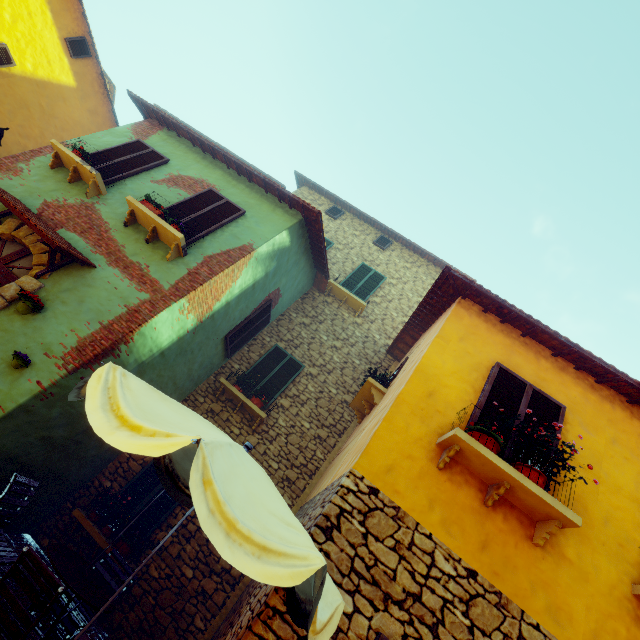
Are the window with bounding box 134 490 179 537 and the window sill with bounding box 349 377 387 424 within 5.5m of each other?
yes

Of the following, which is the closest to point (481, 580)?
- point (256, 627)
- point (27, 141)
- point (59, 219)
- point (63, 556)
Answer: point (256, 627)

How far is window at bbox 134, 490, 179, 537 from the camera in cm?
646

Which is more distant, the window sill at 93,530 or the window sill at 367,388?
the window sill at 367,388

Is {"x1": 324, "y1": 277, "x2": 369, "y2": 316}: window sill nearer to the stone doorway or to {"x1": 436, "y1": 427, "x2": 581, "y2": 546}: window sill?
{"x1": 436, "y1": 427, "x2": 581, "y2": 546}: window sill

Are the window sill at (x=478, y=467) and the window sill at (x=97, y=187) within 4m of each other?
no

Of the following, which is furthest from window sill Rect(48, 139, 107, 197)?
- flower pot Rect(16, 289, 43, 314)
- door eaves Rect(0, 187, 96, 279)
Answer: flower pot Rect(16, 289, 43, 314)

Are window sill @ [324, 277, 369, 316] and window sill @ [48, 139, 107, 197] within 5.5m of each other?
no
